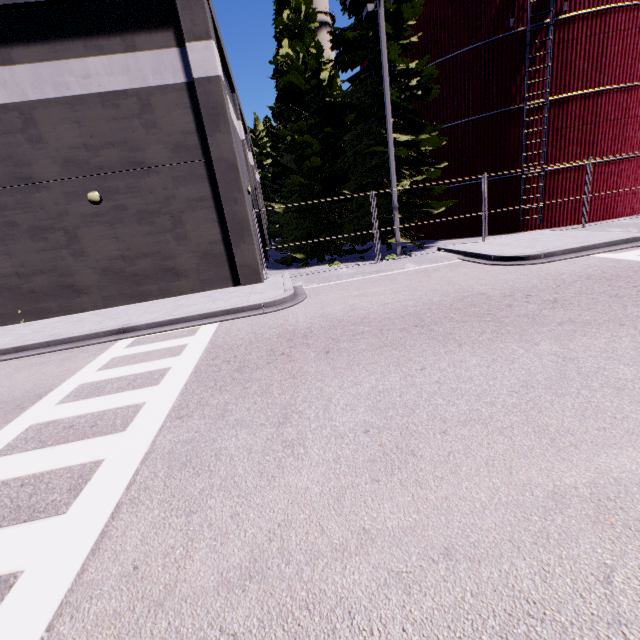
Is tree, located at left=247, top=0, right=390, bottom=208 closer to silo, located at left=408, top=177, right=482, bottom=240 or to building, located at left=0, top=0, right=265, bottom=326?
silo, located at left=408, top=177, right=482, bottom=240

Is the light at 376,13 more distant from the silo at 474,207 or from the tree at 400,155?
the silo at 474,207

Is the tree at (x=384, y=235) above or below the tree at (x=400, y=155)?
below

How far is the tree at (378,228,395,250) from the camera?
15.6 meters

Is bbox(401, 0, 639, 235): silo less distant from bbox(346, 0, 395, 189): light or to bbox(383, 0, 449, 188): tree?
bbox(383, 0, 449, 188): tree

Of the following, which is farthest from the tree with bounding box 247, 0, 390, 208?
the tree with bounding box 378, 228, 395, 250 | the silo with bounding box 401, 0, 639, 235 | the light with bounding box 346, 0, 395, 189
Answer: the tree with bounding box 378, 228, 395, 250

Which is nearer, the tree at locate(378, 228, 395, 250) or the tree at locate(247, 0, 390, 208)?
the tree at locate(247, 0, 390, 208)

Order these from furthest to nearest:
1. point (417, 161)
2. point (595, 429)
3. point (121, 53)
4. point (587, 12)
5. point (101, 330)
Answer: point (417, 161) → point (587, 12) → point (121, 53) → point (101, 330) → point (595, 429)
